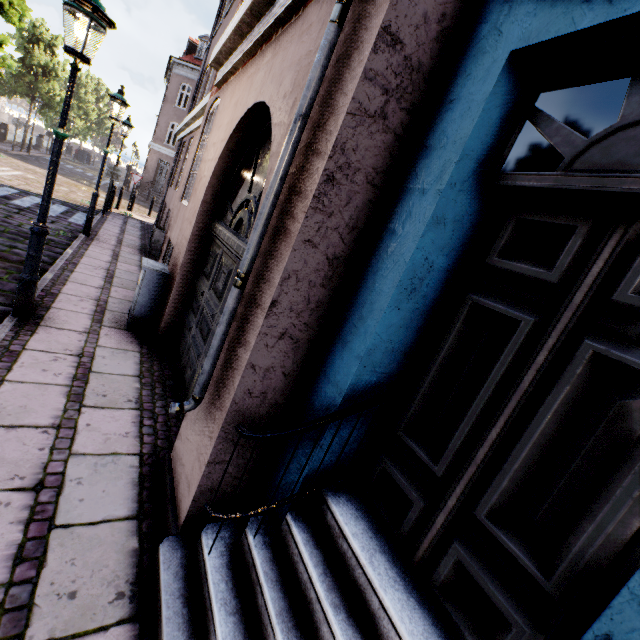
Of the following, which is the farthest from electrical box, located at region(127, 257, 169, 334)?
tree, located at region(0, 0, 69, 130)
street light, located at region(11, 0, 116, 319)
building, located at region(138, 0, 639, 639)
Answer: tree, located at region(0, 0, 69, 130)

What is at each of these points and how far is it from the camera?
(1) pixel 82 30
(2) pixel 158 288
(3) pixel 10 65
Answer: (1) street light, 3.4 meters
(2) electrical box, 4.9 meters
(3) tree, 12.8 meters

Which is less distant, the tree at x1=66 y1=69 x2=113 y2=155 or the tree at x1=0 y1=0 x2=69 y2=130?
the tree at x1=0 y1=0 x2=69 y2=130

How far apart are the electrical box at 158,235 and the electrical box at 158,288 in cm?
537

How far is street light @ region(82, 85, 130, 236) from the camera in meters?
8.1

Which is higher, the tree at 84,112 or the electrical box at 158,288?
the tree at 84,112

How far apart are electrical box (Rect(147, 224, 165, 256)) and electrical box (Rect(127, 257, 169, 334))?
5.37m

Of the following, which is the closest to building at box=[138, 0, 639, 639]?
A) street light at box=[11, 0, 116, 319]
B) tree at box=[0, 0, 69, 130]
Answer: street light at box=[11, 0, 116, 319]
